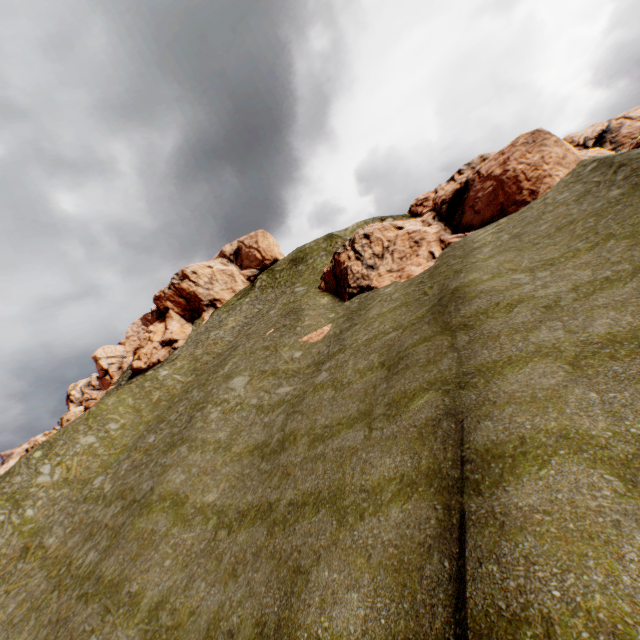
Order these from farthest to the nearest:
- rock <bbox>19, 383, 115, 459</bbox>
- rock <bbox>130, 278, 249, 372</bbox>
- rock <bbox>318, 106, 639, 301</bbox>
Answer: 1. rock <bbox>130, 278, 249, 372</bbox>
2. rock <bbox>19, 383, 115, 459</bbox>
3. rock <bbox>318, 106, 639, 301</bbox>

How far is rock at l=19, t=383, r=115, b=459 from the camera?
48.3 meters

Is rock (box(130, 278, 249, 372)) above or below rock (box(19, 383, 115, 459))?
above

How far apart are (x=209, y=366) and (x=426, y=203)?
40.06m

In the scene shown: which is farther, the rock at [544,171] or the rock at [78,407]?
the rock at [78,407]

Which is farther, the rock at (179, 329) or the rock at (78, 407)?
the rock at (179, 329)

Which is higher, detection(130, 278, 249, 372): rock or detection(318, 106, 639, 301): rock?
detection(130, 278, 249, 372): rock

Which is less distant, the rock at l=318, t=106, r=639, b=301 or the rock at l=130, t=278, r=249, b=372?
the rock at l=318, t=106, r=639, b=301
